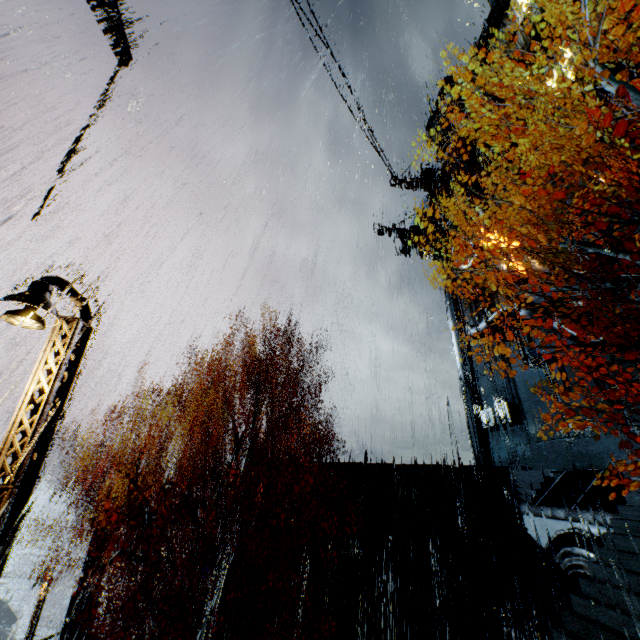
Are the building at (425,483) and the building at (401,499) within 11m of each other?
yes

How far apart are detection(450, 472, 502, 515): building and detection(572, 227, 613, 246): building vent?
13.3m

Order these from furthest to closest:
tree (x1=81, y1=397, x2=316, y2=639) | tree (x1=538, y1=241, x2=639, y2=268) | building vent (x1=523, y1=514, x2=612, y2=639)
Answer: building vent (x1=523, y1=514, x2=612, y2=639) → tree (x1=81, y1=397, x2=316, y2=639) → tree (x1=538, y1=241, x2=639, y2=268)

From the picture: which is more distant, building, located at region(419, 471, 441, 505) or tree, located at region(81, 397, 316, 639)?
building, located at region(419, 471, 441, 505)

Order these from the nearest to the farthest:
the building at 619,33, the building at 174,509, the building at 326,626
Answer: the building at 619,33 < the building at 326,626 < the building at 174,509

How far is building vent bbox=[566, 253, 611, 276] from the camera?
18.70m

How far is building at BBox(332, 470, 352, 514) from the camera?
19.0m

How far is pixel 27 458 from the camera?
4.1 meters
